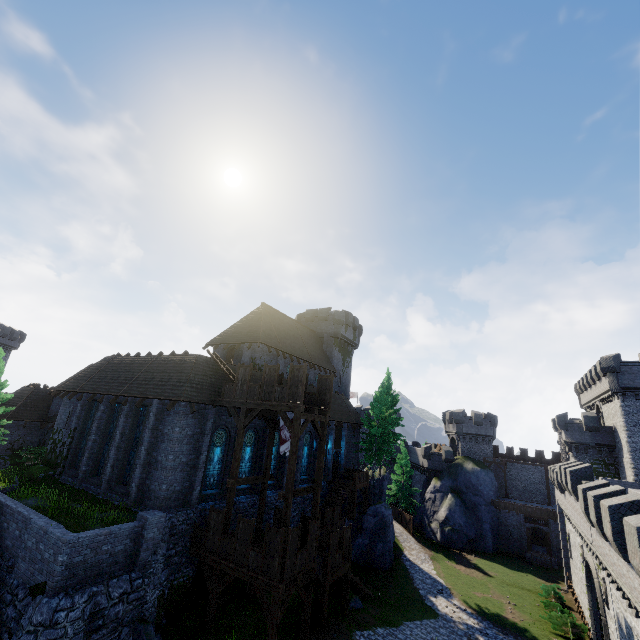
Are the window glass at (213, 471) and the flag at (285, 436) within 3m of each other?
no

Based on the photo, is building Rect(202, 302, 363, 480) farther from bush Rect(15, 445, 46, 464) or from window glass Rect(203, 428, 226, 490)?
bush Rect(15, 445, 46, 464)

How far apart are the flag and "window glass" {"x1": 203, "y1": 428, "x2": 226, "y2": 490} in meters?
4.1

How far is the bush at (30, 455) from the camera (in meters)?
25.98

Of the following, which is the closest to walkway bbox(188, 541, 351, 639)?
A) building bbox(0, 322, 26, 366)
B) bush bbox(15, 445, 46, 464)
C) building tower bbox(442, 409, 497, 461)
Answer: bush bbox(15, 445, 46, 464)

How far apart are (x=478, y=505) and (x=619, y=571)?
34.34m

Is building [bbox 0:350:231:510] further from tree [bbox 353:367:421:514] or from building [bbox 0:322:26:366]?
building [bbox 0:322:26:366]

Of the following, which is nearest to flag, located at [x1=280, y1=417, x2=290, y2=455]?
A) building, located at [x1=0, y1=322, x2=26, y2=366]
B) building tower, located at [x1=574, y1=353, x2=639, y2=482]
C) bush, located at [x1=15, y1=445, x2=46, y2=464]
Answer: bush, located at [x1=15, y1=445, x2=46, y2=464]
